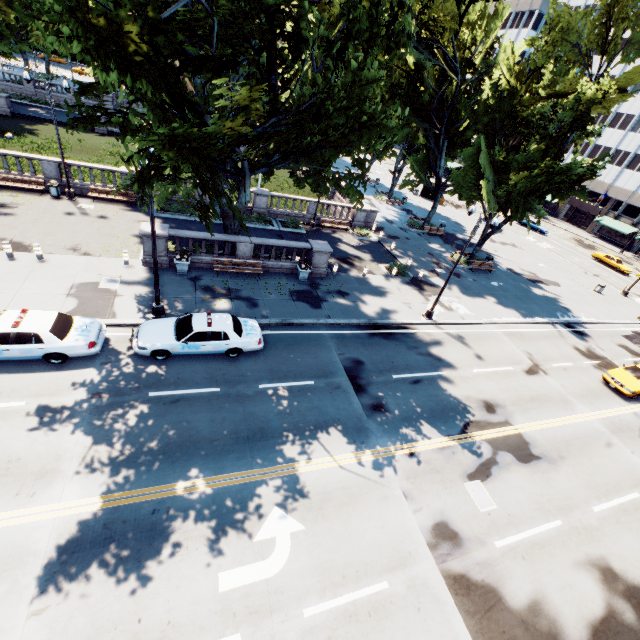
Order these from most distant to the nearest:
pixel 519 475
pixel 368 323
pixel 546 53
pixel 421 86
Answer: pixel 421 86 < pixel 546 53 < pixel 368 323 < pixel 519 475

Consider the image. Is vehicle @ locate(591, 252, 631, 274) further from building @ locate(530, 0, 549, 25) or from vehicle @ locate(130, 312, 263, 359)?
vehicle @ locate(130, 312, 263, 359)

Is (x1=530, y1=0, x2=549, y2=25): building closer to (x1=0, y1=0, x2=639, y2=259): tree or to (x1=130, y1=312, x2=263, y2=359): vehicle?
(x1=0, y1=0, x2=639, y2=259): tree

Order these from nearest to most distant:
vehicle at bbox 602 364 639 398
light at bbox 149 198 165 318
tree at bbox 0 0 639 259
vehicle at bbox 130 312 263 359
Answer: tree at bbox 0 0 639 259 < light at bbox 149 198 165 318 < vehicle at bbox 130 312 263 359 < vehicle at bbox 602 364 639 398

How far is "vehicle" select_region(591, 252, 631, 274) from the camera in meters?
44.4

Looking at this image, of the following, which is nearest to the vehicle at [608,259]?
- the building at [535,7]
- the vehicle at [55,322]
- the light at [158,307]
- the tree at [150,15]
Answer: the building at [535,7]

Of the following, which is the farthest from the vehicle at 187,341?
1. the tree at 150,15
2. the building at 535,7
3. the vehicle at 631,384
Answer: the building at 535,7
